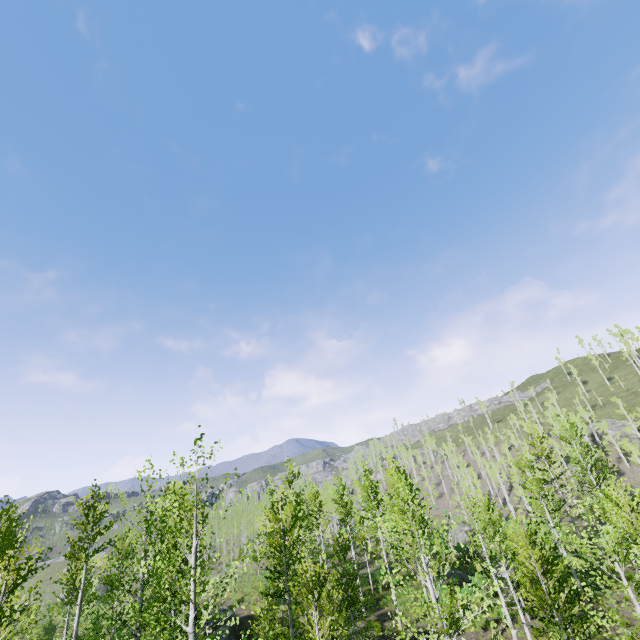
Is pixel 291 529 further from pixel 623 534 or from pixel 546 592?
pixel 623 534
